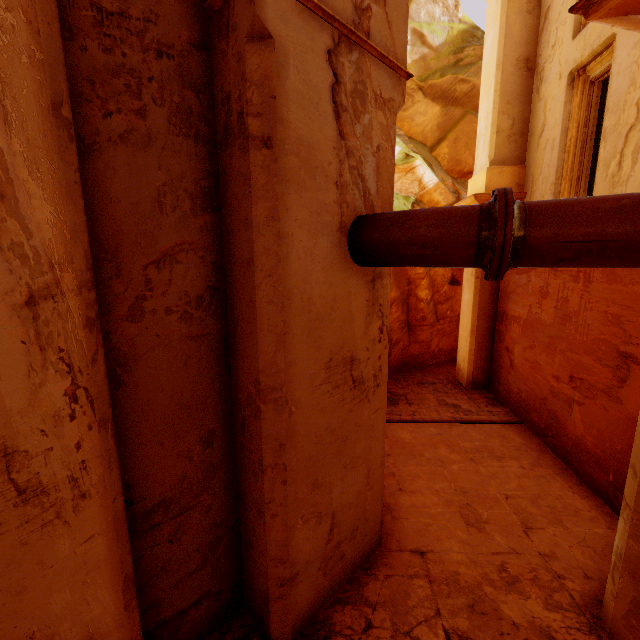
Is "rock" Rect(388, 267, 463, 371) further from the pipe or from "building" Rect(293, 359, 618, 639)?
the pipe

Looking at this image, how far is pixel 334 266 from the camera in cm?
303

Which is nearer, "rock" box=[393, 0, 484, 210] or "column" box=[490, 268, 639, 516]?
"column" box=[490, 268, 639, 516]

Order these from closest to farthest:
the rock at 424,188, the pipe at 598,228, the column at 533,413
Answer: the pipe at 598,228 → the column at 533,413 → the rock at 424,188

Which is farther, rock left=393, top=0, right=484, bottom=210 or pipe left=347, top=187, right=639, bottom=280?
rock left=393, top=0, right=484, bottom=210

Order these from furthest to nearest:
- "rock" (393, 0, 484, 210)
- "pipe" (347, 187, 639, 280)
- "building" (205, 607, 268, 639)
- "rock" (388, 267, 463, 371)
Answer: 1. "rock" (393, 0, 484, 210)
2. "rock" (388, 267, 463, 371)
3. "building" (205, 607, 268, 639)
4. "pipe" (347, 187, 639, 280)

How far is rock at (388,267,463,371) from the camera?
10.8 meters

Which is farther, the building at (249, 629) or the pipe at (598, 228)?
the building at (249, 629)
